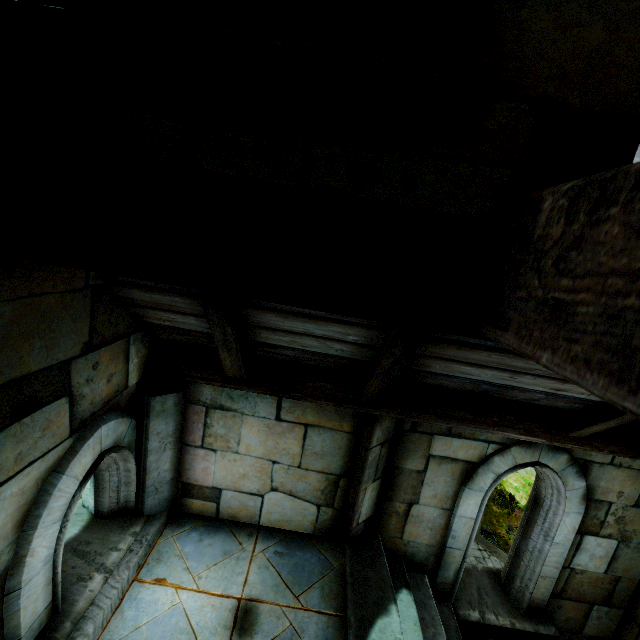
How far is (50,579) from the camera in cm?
206
